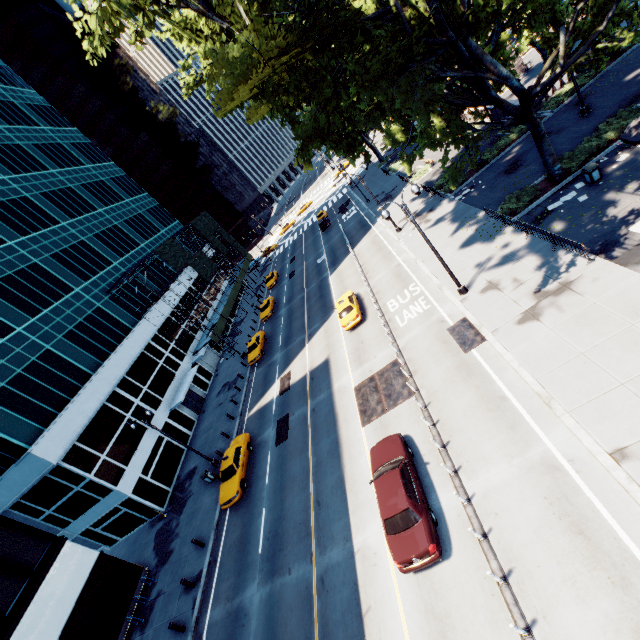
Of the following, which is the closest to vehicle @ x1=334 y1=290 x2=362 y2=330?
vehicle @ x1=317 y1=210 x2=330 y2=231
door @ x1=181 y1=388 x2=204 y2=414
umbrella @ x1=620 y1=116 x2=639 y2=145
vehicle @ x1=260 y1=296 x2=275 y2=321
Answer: vehicle @ x1=260 y1=296 x2=275 y2=321

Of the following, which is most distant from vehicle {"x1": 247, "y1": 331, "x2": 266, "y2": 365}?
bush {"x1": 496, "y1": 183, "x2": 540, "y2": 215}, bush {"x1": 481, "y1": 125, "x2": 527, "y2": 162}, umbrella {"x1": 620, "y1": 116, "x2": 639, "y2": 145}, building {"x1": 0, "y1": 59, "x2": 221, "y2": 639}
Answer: umbrella {"x1": 620, "y1": 116, "x2": 639, "y2": 145}

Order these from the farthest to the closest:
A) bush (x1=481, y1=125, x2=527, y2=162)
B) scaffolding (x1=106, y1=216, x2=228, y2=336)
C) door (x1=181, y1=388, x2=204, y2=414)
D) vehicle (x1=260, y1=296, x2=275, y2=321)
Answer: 1. vehicle (x1=260, y1=296, x2=275, y2=321)
2. scaffolding (x1=106, y1=216, x2=228, y2=336)
3. door (x1=181, y1=388, x2=204, y2=414)
4. bush (x1=481, y1=125, x2=527, y2=162)

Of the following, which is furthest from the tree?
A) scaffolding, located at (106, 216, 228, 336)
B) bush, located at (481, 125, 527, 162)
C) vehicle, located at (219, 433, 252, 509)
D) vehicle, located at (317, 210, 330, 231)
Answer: scaffolding, located at (106, 216, 228, 336)

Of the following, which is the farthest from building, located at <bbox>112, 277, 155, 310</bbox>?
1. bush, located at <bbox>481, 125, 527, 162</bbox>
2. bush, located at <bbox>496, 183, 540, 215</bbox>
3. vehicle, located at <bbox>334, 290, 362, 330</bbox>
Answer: bush, located at <bbox>481, 125, 527, 162</bbox>

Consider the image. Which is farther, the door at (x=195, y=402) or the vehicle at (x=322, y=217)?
the vehicle at (x=322, y=217)

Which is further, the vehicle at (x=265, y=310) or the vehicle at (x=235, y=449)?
the vehicle at (x=265, y=310)

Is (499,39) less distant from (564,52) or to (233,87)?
(564,52)
